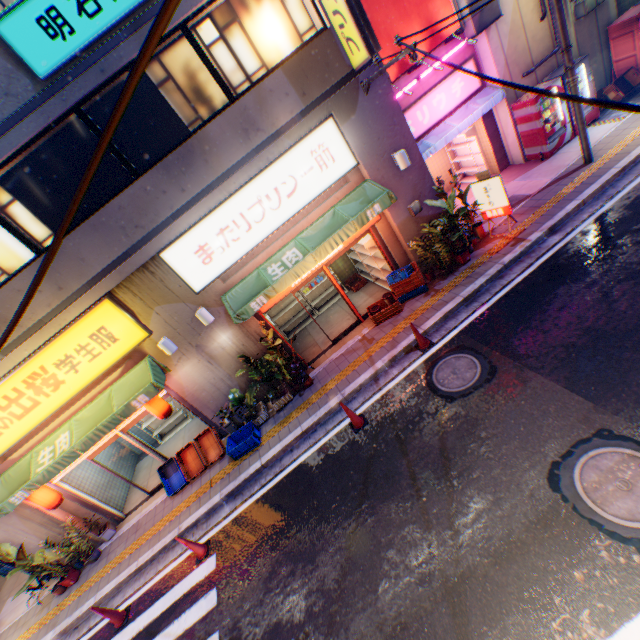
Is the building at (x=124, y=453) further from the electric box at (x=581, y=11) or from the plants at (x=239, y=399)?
the electric box at (x=581, y=11)

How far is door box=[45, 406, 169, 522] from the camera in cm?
914

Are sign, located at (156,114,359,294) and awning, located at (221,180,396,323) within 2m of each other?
yes

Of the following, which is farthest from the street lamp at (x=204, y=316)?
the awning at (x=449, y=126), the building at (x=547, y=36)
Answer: the building at (x=547, y=36)

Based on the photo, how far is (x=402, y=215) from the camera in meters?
9.2

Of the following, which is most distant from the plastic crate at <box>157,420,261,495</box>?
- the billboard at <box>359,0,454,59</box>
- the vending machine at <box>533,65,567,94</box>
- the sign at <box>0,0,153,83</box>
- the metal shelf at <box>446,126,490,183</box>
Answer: the vending machine at <box>533,65,567,94</box>

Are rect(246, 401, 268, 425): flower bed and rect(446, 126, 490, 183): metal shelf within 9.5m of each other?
no

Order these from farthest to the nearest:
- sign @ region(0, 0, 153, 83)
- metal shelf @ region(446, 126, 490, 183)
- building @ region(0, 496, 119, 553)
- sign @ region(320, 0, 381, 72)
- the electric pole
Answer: metal shelf @ region(446, 126, 490, 183)
building @ region(0, 496, 119, 553)
the electric pole
sign @ region(320, 0, 381, 72)
sign @ region(0, 0, 153, 83)
